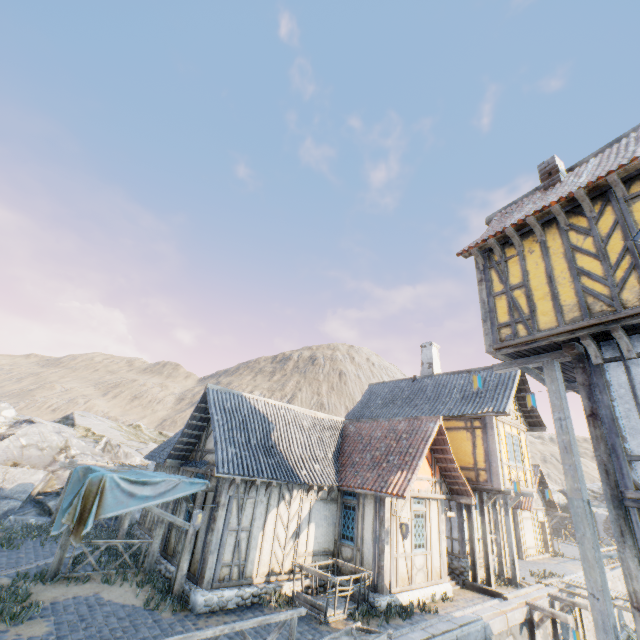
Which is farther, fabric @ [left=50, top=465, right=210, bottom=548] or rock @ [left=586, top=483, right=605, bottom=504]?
rock @ [left=586, top=483, right=605, bottom=504]

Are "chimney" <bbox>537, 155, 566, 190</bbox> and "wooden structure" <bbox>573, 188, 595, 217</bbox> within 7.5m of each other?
yes

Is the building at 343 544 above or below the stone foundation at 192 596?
above

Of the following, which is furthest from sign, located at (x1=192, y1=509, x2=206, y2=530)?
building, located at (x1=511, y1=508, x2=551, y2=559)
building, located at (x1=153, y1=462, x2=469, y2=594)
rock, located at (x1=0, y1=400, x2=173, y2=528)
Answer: → building, located at (x1=511, y1=508, x2=551, y2=559)

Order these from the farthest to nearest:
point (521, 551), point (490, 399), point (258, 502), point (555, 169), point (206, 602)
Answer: point (521, 551), point (490, 399), point (258, 502), point (555, 169), point (206, 602)

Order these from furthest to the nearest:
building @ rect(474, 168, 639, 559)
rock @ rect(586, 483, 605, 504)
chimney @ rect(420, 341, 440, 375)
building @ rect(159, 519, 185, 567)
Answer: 1. rock @ rect(586, 483, 605, 504)
2. chimney @ rect(420, 341, 440, 375)
3. building @ rect(159, 519, 185, 567)
4. building @ rect(474, 168, 639, 559)

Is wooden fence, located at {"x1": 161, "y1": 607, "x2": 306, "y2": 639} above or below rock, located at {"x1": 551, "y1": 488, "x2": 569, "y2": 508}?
below

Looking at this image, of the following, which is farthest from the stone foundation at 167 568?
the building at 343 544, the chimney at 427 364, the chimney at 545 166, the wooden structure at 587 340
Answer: the chimney at 545 166
